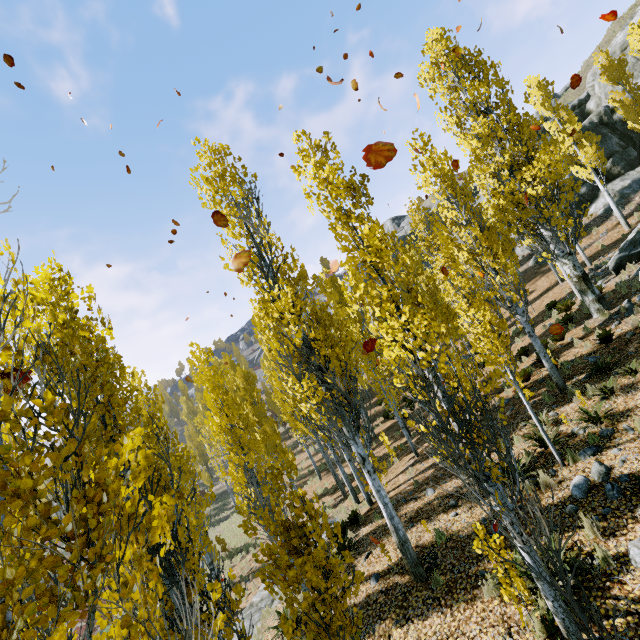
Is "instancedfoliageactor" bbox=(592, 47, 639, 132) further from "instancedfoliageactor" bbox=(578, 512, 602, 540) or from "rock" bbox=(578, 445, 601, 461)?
"instancedfoliageactor" bbox=(578, 512, 602, 540)

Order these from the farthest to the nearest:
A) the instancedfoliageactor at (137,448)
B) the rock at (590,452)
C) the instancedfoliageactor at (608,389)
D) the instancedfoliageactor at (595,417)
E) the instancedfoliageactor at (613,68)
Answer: the instancedfoliageactor at (613,68) → the instancedfoliageactor at (608,389) → the instancedfoliageactor at (595,417) → the rock at (590,452) → the instancedfoliageactor at (137,448)

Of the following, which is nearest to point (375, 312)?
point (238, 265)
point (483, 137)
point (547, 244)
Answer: point (238, 265)

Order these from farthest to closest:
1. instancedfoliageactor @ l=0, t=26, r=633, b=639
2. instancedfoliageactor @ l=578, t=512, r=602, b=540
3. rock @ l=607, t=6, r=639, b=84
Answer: rock @ l=607, t=6, r=639, b=84, instancedfoliageactor @ l=578, t=512, r=602, b=540, instancedfoliageactor @ l=0, t=26, r=633, b=639

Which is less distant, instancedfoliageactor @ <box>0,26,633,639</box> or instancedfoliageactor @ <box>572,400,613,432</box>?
instancedfoliageactor @ <box>0,26,633,639</box>

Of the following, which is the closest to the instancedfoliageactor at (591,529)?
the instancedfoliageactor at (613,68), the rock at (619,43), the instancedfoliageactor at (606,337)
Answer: the rock at (619,43)

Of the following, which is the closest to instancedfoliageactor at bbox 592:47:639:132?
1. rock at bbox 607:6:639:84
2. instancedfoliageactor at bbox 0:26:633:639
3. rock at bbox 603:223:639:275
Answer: rock at bbox 607:6:639:84

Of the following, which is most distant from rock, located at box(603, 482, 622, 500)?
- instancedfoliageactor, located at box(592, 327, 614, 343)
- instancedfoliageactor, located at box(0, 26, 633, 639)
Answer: instancedfoliageactor, located at box(592, 327, 614, 343)
